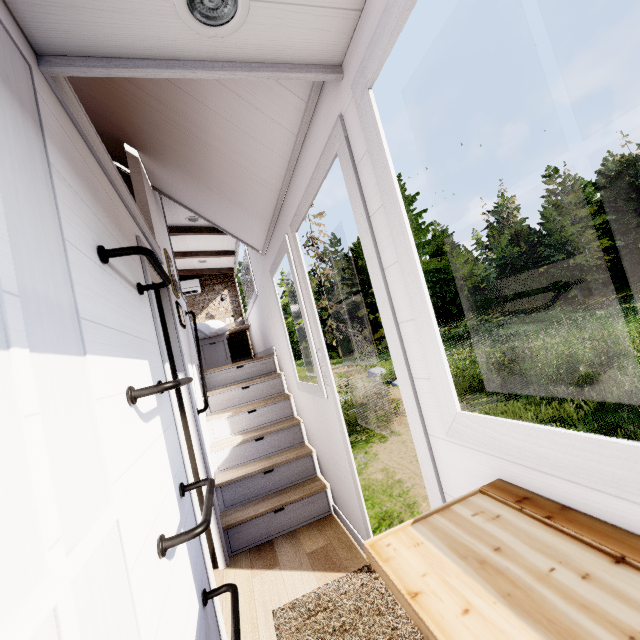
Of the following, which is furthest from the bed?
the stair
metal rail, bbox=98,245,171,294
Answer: metal rail, bbox=98,245,171,294

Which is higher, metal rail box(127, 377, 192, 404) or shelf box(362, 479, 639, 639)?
metal rail box(127, 377, 192, 404)

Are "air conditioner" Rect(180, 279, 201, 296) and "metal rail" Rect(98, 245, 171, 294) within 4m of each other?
no

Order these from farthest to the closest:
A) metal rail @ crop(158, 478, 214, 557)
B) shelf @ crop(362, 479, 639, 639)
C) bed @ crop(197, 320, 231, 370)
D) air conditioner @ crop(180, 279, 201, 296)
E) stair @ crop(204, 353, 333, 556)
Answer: air conditioner @ crop(180, 279, 201, 296) < bed @ crop(197, 320, 231, 370) < stair @ crop(204, 353, 333, 556) < metal rail @ crop(158, 478, 214, 557) < shelf @ crop(362, 479, 639, 639)

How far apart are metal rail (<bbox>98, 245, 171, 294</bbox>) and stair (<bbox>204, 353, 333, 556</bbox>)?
2.1 meters

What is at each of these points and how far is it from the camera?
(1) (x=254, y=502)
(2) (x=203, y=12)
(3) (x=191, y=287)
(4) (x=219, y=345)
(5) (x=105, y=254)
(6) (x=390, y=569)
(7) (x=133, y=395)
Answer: (1) stair, 3.0m
(2) lamp, 1.0m
(3) air conditioner, 7.3m
(4) bed, 5.3m
(5) metal rail, 1.1m
(6) shelf, 0.7m
(7) metal rail, 1.1m

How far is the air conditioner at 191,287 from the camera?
7.2m

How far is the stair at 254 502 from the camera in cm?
283
